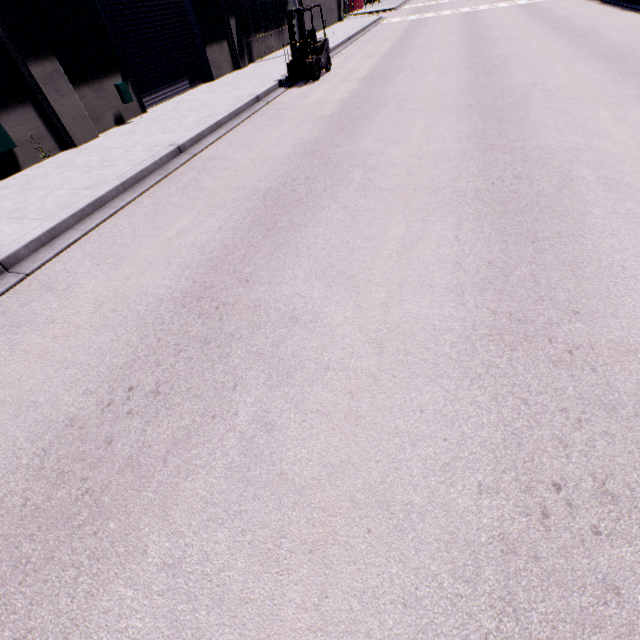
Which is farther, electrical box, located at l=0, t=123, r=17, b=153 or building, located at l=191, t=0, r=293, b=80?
building, located at l=191, t=0, r=293, b=80

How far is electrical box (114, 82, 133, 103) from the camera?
10.2m

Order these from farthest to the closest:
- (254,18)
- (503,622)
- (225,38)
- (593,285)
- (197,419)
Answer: (254,18) → (225,38) → (593,285) → (197,419) → (503,622)

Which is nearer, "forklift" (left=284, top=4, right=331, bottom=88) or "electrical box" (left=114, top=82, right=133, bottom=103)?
"electrical box" (left=114, top=82, right=133, bottom=103)

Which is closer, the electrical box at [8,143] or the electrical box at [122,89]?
the electrical box at [8,143]

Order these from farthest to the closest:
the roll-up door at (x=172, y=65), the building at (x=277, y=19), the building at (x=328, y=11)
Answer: the building at (x=328, y=11) < the building at (x=277, y=19) < the roll-up door at (x=172, y=65)

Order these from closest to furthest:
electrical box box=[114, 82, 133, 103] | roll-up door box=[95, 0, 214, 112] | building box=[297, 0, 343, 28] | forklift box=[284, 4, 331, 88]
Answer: electrical box box=[114, 82, 133, 103] → roll-up door box=[95, 0, 214, 112] → forklift box=[284, 4, 331, 88] → building box=[297, 0, 343, 28]

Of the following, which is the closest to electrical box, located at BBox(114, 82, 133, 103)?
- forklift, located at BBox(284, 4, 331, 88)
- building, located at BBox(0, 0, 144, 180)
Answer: building, located at BBox(0, 0, 144, 180)
